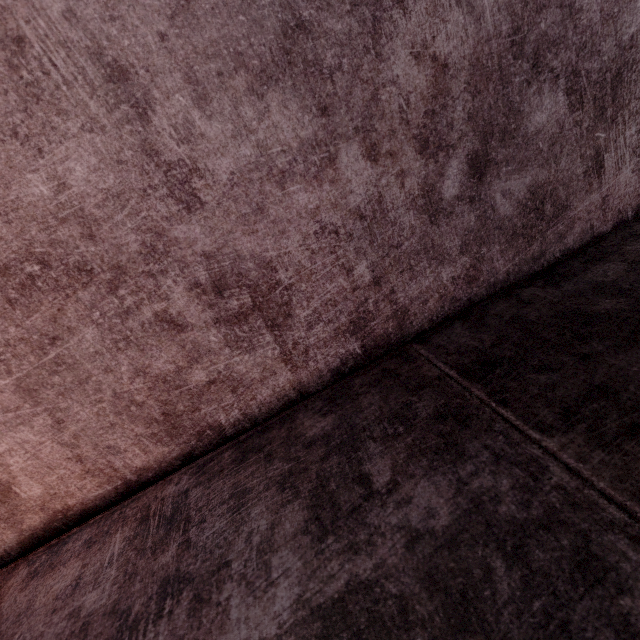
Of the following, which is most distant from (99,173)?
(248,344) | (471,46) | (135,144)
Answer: (471,46)
